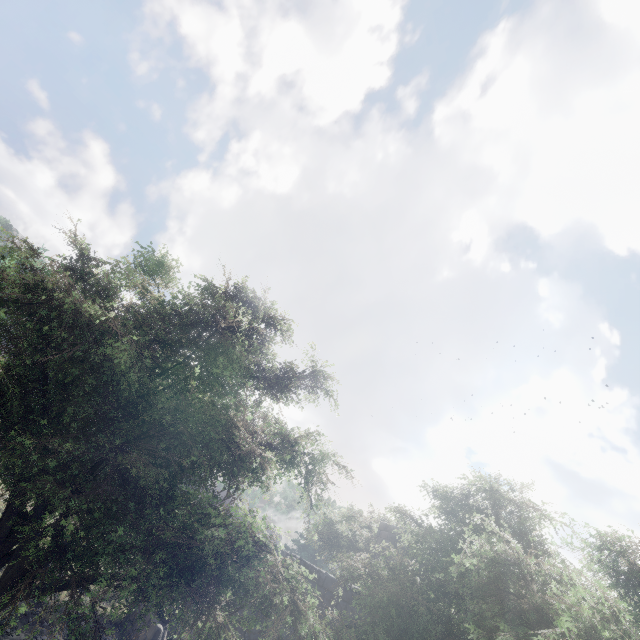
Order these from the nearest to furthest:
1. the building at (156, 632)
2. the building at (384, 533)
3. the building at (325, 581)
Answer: the building at (156, 632)
the building at (325, 581)
the building at (384, 533)

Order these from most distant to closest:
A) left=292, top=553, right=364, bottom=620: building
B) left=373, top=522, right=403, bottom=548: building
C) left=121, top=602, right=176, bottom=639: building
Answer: left=373, top=522, right=403, bottom=548: building
left=292, top=553, right=364, bottom=620: building
left=121, top=602, right=176, bottom=639: building

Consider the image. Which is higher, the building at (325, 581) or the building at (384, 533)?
the building at (384, 533)

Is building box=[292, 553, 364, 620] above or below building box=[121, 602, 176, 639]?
above

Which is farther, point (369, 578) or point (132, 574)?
point (369, 578)

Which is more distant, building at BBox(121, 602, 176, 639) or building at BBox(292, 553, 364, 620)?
building at BBox(292, 553, 364, 620)

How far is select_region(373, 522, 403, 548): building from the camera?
18.1m
